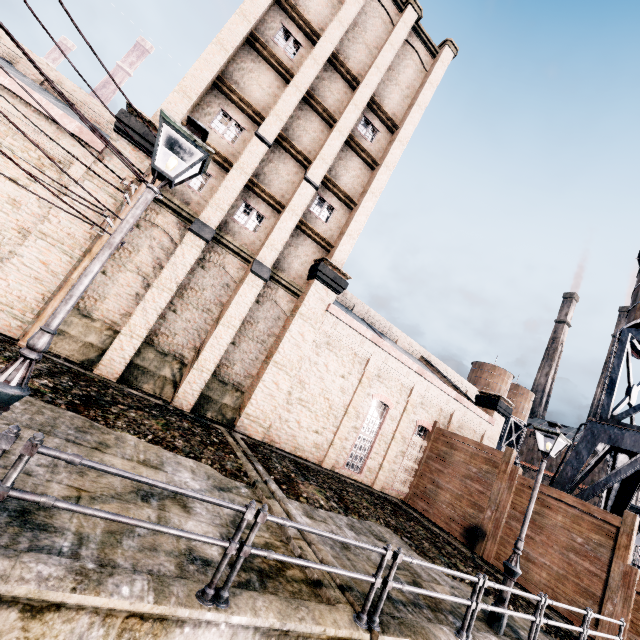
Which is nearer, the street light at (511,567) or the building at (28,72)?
the street light at (511,567)

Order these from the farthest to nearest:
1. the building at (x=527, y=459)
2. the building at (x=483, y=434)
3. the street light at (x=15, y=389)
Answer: the building at (x=527, y=459)
the building at (x=483, y=434)
the street light at (x=15, y=389)

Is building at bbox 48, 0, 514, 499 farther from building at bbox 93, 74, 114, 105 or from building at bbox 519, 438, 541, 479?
building at bbox 93, 74, 114, 105

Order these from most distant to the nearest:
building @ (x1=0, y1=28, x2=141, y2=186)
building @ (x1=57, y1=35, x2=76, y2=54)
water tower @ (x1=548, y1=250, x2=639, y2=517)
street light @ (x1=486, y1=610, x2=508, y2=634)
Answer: building @ (x1=57, y1=35, x2=76, y2=54)
water tower @ (x1=548, y1=250, x2=639, y2=517)
building @ (x1=0, y1=28, x2=141, y2=186)
street light @ (x1=486, y1=610, x2=508, y2=634)

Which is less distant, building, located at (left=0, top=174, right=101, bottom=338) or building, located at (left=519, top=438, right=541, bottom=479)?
building, located at (left=0, top=174, right=101, bottom=338)

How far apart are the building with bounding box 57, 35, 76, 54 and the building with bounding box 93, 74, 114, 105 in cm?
538

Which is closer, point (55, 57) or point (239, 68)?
point (239, 68)

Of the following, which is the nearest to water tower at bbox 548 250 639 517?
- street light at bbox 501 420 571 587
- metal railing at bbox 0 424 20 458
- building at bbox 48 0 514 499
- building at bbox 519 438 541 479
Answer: metal railing at bbox 0 424 20 458
